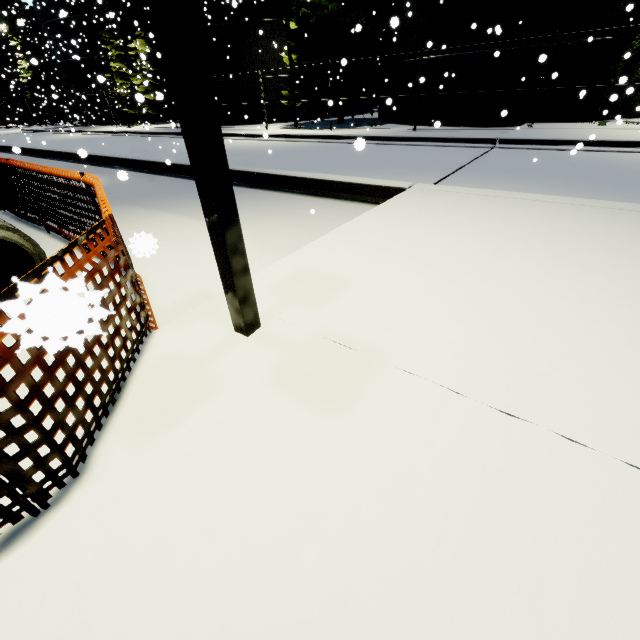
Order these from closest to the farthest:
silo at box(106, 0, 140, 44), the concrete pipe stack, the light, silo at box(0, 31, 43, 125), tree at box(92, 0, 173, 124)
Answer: the light, the concrete pipe stack, tree at box(92, 0, 173, 124), silo at box(106, 0, 140, 44), silo at box(0, 31, 43, 125)

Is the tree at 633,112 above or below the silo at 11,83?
below

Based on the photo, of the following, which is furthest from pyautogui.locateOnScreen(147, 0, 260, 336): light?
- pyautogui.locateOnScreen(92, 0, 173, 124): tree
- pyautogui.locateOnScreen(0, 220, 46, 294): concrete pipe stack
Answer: pyautogui.locateOnScreen(92, 0, 173, 124): tree

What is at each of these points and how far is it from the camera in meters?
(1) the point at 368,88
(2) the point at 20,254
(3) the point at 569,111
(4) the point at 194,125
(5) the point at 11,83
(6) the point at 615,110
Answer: (1) tree, 21.5 m
(2) concrete pipe stack, 4.2 m
(3) silo, 14.2 m
(4) light, 1.9 m
(5) silo, 51.1 m
(6) silo, 13.9 m

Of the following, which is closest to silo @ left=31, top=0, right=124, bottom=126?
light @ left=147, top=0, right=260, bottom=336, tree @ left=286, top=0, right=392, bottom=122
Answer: tree @ left=286, top=0, right=392, bottom=122

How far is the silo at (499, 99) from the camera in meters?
14.6

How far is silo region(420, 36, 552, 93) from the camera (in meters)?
13.59

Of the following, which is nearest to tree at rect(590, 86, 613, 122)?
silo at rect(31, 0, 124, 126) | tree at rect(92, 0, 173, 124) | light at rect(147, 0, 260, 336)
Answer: silo at rect(31, 0, 124, 126)
